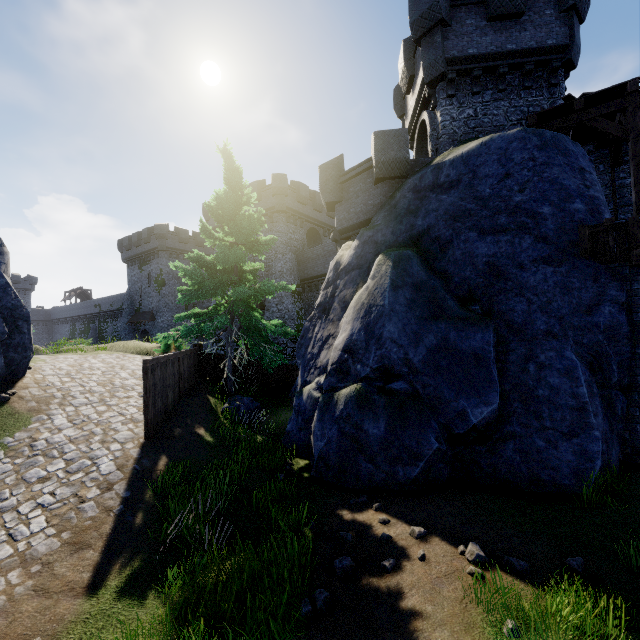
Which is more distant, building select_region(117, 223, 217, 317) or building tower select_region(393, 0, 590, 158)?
building select_region(117, 223, 217, 317)

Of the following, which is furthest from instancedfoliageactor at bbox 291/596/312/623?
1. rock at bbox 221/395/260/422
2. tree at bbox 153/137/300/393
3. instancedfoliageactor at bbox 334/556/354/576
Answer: tree at bbox 153/137/300/393

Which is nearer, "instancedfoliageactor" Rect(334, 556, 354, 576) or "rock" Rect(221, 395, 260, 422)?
"instancedfoliageactor" Rect(334, 556, 354, 576)

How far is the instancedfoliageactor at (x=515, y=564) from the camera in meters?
4.4

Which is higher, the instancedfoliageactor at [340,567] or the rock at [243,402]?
the rock at [243,402]

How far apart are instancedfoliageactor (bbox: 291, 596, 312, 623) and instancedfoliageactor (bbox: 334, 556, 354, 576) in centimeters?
42cm

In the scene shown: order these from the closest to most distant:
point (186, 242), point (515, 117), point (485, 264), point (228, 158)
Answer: point (485, 264) → point (515, 117) → point (228, 158) → point (186, 242)

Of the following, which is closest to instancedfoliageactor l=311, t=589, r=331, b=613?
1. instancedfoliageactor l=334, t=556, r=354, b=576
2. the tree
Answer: instancedfoliageactor l=334, t=556, r=354, b=576
